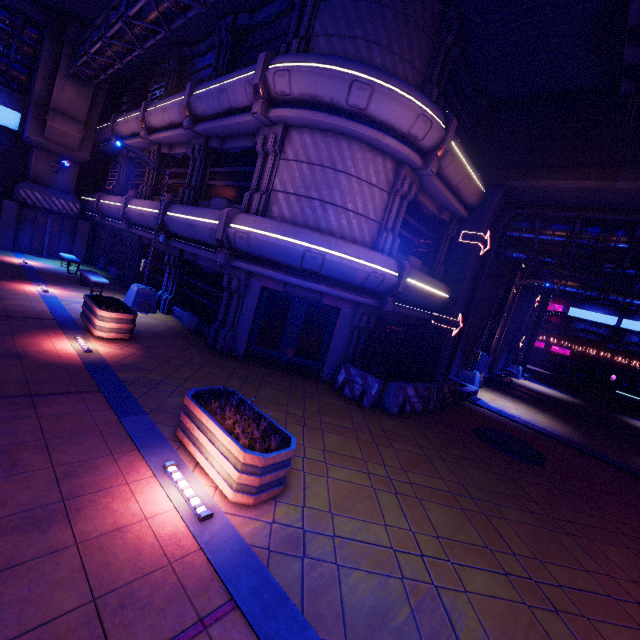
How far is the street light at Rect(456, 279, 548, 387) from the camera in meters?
15.2 m

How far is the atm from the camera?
17.1m

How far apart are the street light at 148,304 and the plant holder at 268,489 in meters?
8.8 m

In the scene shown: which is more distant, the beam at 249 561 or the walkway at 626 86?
the walkway at 626 86

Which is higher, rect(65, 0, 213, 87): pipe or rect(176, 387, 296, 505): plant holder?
rect(65, 0, 213, 87): pipe

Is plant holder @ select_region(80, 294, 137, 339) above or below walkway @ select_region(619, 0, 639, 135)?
below

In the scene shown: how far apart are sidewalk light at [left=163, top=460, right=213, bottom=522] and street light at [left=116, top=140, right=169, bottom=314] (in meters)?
9.96

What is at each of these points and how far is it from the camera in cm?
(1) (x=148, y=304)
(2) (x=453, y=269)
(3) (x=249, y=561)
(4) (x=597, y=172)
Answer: (1) street light, 1343
(2) tunnel, 1437
(3) beam, 374
(4) beam, 1111
